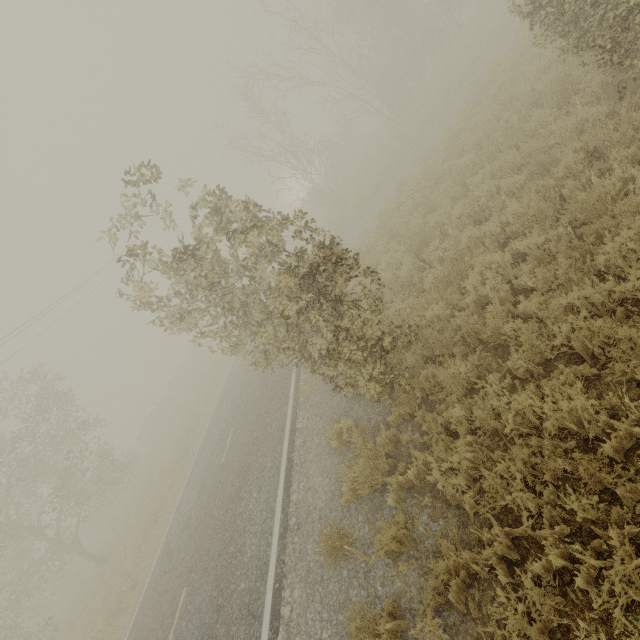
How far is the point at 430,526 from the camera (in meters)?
4.47
